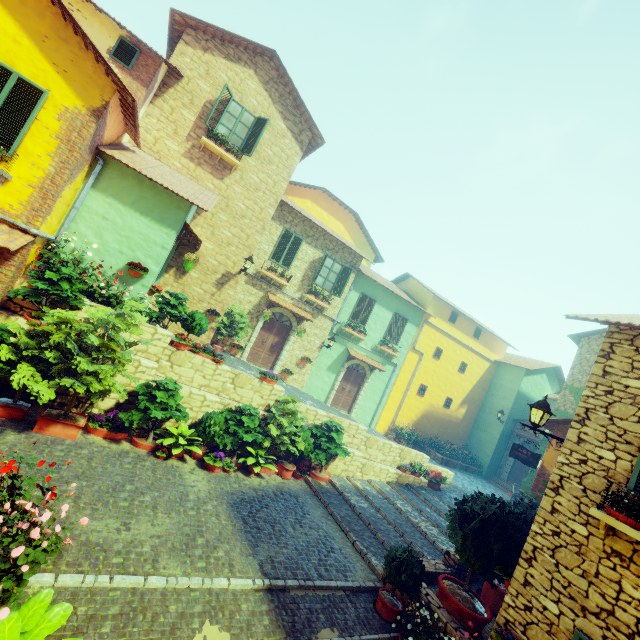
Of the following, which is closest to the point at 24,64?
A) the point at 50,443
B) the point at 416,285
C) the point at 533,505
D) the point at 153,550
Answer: the point at 50,443

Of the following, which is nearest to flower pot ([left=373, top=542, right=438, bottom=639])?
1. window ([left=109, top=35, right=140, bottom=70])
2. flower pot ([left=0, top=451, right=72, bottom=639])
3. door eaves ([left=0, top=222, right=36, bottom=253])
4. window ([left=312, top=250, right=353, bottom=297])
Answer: window ([left=109, top=35, right=140, bottom=70])

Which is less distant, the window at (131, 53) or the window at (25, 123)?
the window at (25, 123)

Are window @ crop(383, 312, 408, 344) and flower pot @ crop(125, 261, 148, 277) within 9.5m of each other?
no

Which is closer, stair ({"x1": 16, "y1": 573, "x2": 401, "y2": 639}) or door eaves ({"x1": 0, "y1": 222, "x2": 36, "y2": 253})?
stair ({"x1": 16, "y1": 573, "x2": 401, "y2": 639})

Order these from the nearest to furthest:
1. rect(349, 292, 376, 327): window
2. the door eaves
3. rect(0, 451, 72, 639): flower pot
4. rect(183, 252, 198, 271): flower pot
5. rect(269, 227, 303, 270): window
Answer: rect(0, 451, 72, 639): flower pot
the door eaves
rect(183, 252, 198, 271): flower pot
rect(269, 227, 303, 270): window
rect(349, 292, 376, 327): window

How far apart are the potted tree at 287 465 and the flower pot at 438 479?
3.4m

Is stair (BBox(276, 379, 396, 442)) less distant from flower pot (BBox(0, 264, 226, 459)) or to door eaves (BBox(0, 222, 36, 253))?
flower pot (BBox(0, 264, 226, 459))
